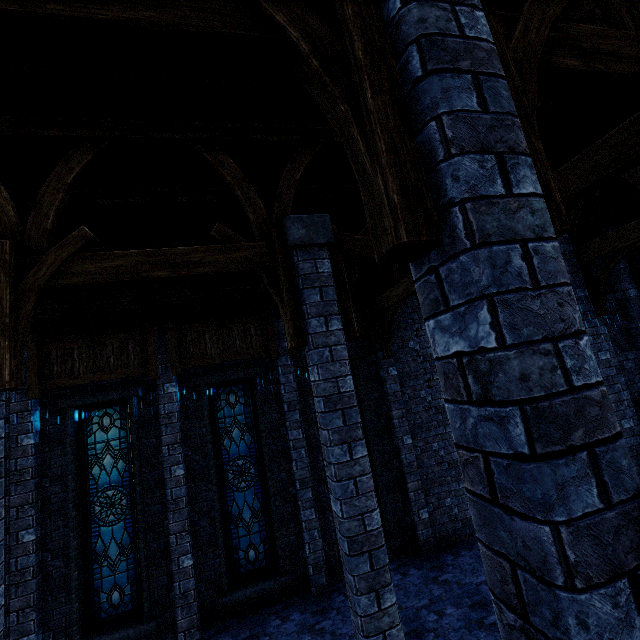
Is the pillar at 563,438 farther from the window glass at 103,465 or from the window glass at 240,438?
the window glass at 103,465

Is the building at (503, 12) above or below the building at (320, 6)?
above

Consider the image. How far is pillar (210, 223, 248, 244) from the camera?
4.4 meters

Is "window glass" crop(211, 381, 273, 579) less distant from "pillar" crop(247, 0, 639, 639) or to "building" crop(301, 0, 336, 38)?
"building" crop(301, 0, 336, 38)

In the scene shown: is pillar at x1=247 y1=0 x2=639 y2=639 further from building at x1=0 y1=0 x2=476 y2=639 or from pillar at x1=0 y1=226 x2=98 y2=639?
pillar at x1=0 y1=226 x2=98 y2=639

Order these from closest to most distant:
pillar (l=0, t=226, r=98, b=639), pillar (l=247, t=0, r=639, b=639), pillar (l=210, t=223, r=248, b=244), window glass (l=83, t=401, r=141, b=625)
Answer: pillar (l=247, t=0, r=639, b=639), pillar (l=0, t=226, r=98, b=639), pillar (l=210, t=223, r=248, b=244), window glass (l=83, t=401, r=141, b=625)

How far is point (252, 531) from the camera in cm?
811

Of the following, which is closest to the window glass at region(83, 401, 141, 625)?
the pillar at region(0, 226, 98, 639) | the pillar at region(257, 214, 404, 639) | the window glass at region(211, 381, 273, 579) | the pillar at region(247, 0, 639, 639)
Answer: the window glass at region(211, 381, 273, 579)
